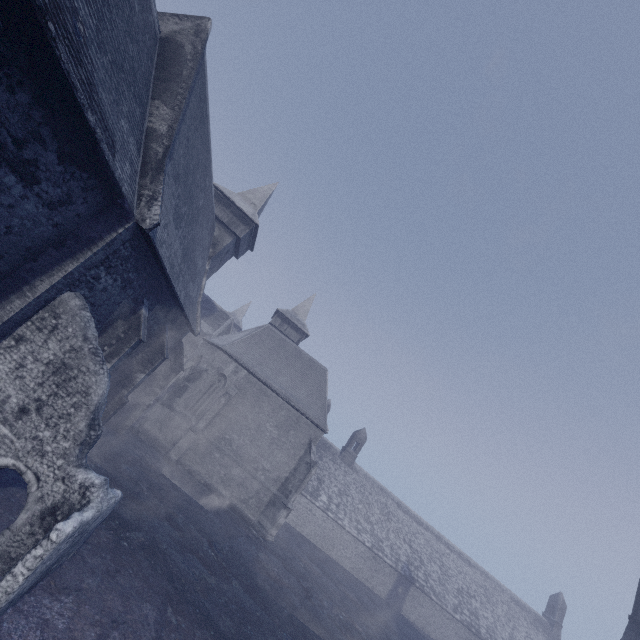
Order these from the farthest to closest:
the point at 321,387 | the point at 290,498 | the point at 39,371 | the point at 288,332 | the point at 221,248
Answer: the point at 288,332 < the point at 321,387 < the point at 221,248 < the point at 290,498 < the point at 39,371

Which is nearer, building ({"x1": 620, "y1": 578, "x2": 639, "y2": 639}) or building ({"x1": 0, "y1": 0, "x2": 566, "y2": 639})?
building ({"x1": 0, "y1": 0, "x2": 566, "y2": 639})

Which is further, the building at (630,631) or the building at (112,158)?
the building at (630,631)
